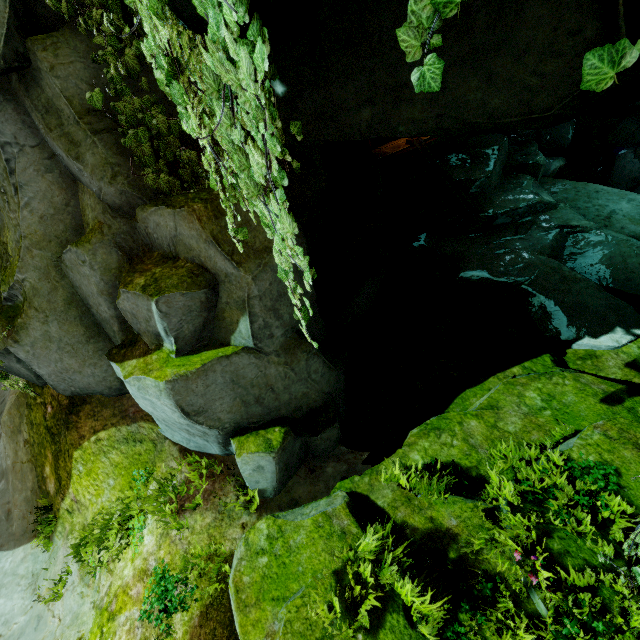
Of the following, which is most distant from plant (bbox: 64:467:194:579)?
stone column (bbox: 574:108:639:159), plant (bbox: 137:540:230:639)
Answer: stone column (bbox: 574:108:639:159)

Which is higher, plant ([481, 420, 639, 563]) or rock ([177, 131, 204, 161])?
rock ([177, 131, 204, 161])

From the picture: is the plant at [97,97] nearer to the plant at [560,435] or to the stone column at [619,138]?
the plant at [560,435]

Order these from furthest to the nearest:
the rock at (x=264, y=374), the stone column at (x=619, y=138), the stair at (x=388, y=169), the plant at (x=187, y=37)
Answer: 1. the stone column at (x=619, y=138)
2. the stair at (x=388, y=169)
3. the rock at (x=264, y=374)
4. the plant at (x=187, y=37)

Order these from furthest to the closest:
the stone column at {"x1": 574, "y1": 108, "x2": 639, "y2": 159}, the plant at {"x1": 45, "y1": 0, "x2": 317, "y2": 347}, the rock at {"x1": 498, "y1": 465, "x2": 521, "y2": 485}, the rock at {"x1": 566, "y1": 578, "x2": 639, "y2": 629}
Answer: the stone column at {"x1": 574, "y1": 108, "x2": 639, "y2": 159}, the rock at {"x1": 498, "y1": 465, "x2": 521, "y2": 485}, the rock at {"x1": 566, "y1": 578, "x2": 639, "y2": 629}, the plant at {"x1": 45, "y1": 0, "x2": 317, "y2": 347}

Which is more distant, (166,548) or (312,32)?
(166,548)

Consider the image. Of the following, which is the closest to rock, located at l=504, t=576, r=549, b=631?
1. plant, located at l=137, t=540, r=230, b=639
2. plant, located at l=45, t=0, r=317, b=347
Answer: plant, located at l=45, t=0, r=317, b=347

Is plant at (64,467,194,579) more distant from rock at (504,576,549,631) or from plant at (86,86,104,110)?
plant at (86,86,104,110)
